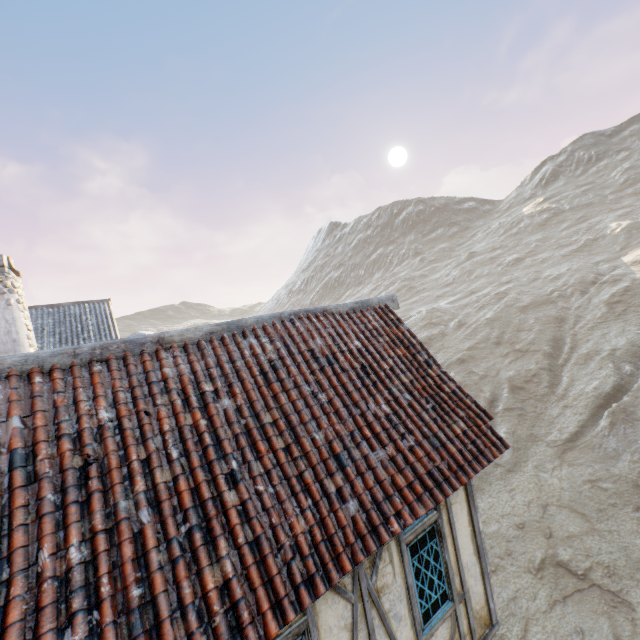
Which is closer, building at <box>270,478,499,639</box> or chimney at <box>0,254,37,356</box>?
building at <box>270,478,499,639</box>

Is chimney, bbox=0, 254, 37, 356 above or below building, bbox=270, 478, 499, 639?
above

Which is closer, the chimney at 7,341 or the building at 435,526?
the building at 435,526

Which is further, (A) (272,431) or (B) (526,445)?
(B) (526,445)

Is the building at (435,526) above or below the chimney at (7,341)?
below
